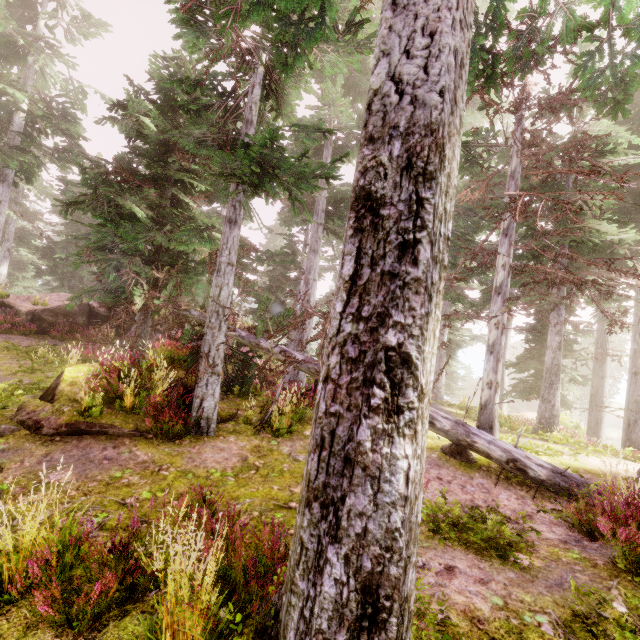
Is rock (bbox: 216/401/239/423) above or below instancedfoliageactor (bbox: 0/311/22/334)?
below

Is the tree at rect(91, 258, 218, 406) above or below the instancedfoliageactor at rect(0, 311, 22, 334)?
above

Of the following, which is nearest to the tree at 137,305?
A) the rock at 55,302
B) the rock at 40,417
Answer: the rock at 40,417

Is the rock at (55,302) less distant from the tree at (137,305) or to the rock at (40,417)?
the tree at (137,305)

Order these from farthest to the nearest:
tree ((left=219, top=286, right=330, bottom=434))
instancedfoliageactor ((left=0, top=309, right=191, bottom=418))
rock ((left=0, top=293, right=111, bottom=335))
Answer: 1. rock ((left=0, top=293, right=111, bottom=335))
2. instancedfoliageactor ((left=0, top=309, right=191, bottom=418))
3. tree ((left=219, top=286, right=330, bottom=434))

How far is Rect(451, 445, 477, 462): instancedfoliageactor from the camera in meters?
7.4

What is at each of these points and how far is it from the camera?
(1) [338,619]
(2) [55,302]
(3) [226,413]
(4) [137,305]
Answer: (1) instancedfoliageactor, 2.0 meters
(2) rock, 19.5 meters
(3) rock, 8.5 meters
(4) tree, 8.2 meters

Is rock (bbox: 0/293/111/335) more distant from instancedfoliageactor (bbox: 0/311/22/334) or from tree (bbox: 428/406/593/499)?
tree (bbox: 428/406/593/499)
